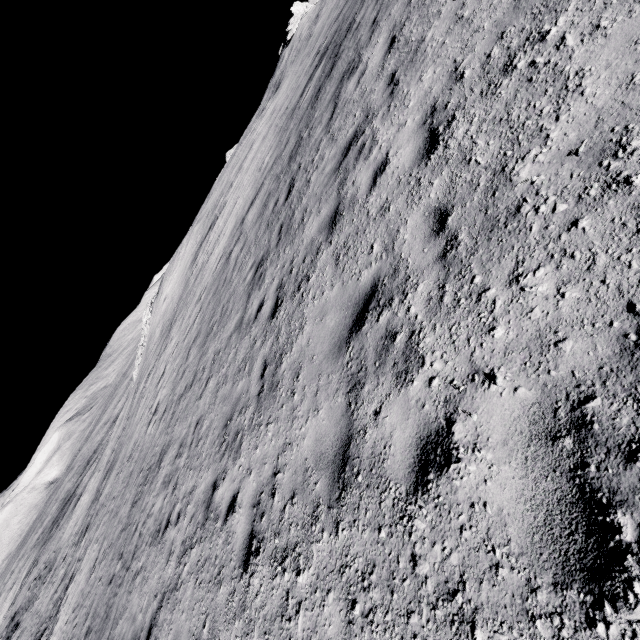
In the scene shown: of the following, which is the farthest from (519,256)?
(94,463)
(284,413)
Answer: (94,463)
